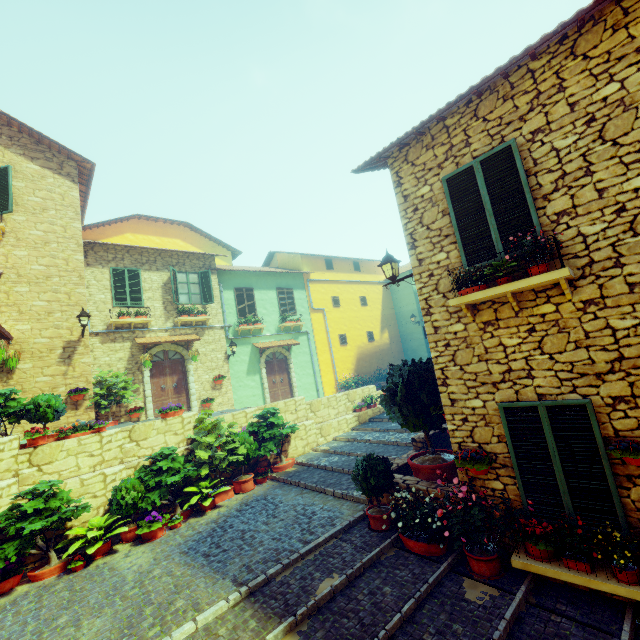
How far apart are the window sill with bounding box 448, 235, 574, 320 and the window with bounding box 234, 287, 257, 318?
12.2 meters

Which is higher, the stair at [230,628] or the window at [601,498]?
the window at [601,498]

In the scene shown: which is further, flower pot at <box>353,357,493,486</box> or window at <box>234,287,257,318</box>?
window at <box>234,287,257,318</box>

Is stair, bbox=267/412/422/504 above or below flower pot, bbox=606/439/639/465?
Result: below

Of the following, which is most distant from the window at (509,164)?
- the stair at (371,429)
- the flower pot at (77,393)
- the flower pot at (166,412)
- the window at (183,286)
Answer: the window at (183,286)

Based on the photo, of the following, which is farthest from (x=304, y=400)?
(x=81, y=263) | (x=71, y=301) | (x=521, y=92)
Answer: (x=521, y=92)

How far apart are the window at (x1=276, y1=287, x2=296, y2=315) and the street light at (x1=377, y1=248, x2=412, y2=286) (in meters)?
11.76

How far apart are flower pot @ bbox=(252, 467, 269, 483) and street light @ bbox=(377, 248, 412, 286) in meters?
6.8 m
